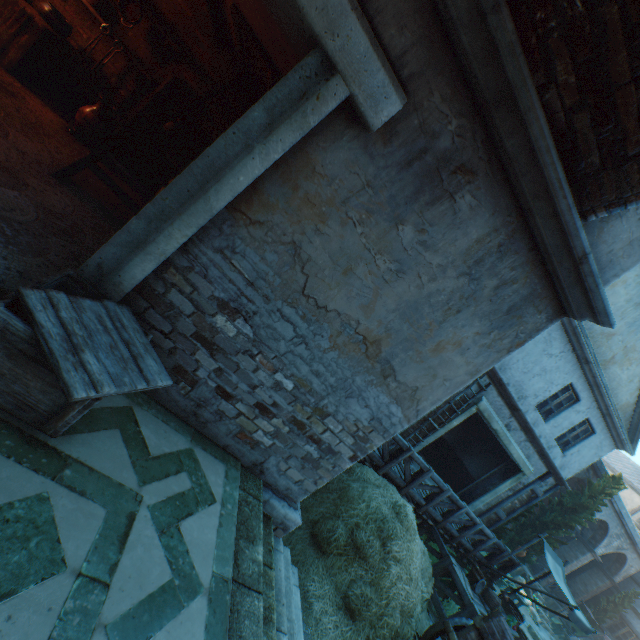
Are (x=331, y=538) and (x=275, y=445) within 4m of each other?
yes

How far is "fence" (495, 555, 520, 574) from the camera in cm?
1006

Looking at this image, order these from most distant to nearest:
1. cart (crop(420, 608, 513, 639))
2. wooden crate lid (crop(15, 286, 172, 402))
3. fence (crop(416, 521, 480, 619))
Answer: fence (crop(416, 521, 480, 619)) < cart (crop(420, 608, 513, 639)) < wooden crate lid (crop(15, 286, 172, 402))

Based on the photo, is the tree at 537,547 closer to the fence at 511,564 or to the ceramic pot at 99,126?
the fence at 511,564

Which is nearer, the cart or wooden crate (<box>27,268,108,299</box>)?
wooden crate (<box>27,268,108,299</box>)

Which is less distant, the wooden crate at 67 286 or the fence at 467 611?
the wooden crate at 67 286

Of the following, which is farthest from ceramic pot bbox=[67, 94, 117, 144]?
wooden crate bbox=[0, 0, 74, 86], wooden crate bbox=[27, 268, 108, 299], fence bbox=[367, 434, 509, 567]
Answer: fence bbox=[367, 434, 509, 567]

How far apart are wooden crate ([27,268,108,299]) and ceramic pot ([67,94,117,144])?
4.44m
